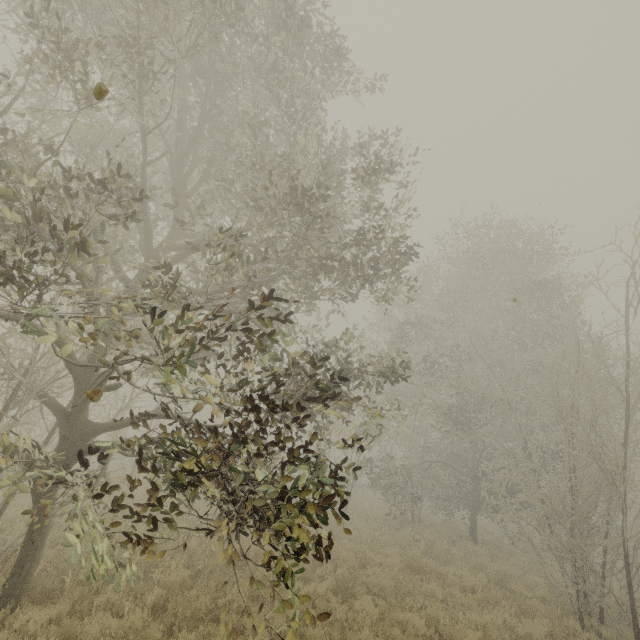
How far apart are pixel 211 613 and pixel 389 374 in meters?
13.8
